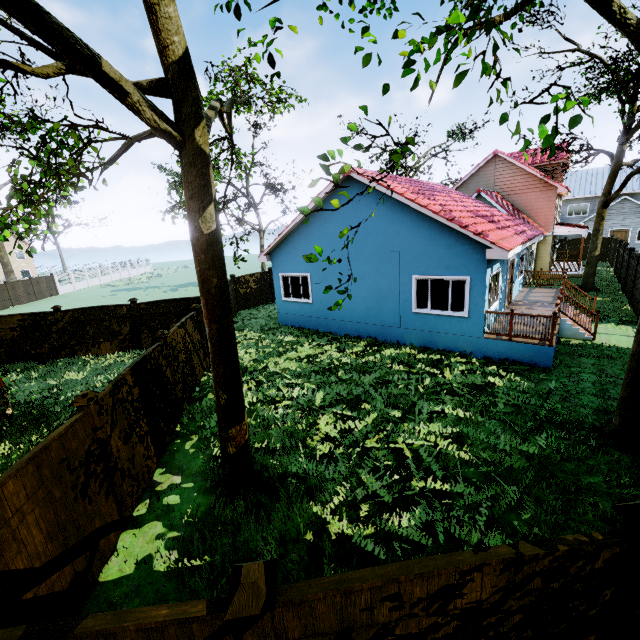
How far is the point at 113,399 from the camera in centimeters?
568cm

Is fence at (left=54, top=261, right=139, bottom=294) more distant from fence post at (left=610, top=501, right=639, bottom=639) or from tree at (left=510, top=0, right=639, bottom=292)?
tree at (left=510, top=0, right=639, bottom=292)

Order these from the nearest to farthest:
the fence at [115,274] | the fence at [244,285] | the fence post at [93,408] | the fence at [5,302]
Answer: the fence post at [93,408] → the fence at [244,285] → the fence at [5,302] → the fence at [115,274]

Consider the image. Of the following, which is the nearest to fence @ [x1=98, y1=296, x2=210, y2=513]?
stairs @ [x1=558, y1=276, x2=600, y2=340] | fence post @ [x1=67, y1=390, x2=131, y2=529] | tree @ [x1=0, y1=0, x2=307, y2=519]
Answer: fence post @ [x1=67, y1=390, x2=131, y2=529]

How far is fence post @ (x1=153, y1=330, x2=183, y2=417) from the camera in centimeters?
816cm

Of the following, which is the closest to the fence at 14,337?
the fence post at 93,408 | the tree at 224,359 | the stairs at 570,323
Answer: the fence post at 93,408

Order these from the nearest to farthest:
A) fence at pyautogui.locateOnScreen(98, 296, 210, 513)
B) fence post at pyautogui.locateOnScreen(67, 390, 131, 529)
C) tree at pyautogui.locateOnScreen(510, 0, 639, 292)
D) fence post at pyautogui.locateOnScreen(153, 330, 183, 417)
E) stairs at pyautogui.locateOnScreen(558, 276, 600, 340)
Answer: tree at pyautogui.locateOnScreen(510, 0, 639, 292) → fence post at pyautogui.locateOnScreen(67, 390, 131, 529) → fence at pyautogui.locateOnScreen(98, 296, 210, 513) → fence post at pyautogui.locateOnScreen(153, 330, 183, 417) → stairs at pyautogui.locateOnScreen(558, 276, 600, 340)

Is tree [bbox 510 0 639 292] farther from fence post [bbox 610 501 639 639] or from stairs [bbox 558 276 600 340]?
stairs [bbox 558 276 600 340]
